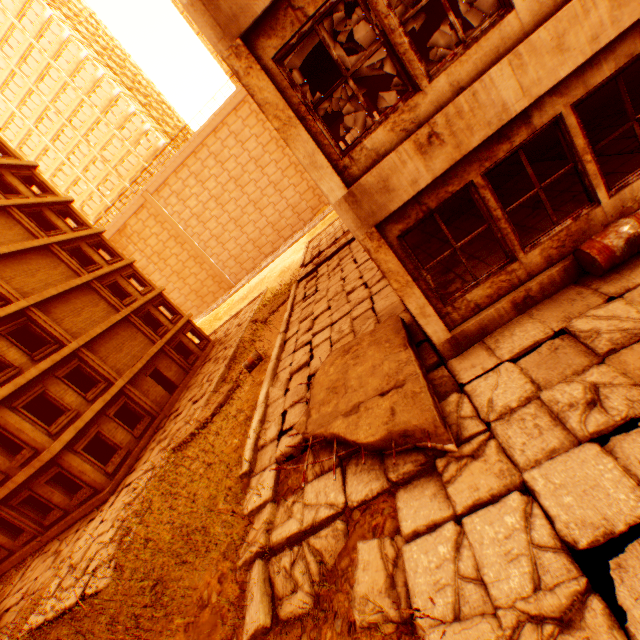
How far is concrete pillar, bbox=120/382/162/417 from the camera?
18.67m

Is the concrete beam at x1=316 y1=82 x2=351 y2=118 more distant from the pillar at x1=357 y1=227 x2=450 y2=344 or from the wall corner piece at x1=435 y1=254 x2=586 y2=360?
the pillar at x1=357 y1=227 x2=450 y2=344

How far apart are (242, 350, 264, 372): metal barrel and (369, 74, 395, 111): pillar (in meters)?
14.01

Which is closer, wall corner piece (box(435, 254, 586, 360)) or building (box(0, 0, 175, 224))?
wall corner piece (box(435, 254, 586, 360))

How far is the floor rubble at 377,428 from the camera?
4.67m

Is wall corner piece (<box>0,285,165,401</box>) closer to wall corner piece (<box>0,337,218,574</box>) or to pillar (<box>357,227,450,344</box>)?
wall corner piece (<box>0,337,218,574</box>)

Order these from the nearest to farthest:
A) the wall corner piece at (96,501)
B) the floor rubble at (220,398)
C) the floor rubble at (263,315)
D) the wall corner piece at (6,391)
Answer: the floor rubble at (220,398) < the wall corner piece at (6,391) < the wall corner piece at (96,501) < the floor rubble at (263,315)

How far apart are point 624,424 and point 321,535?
4.2m
